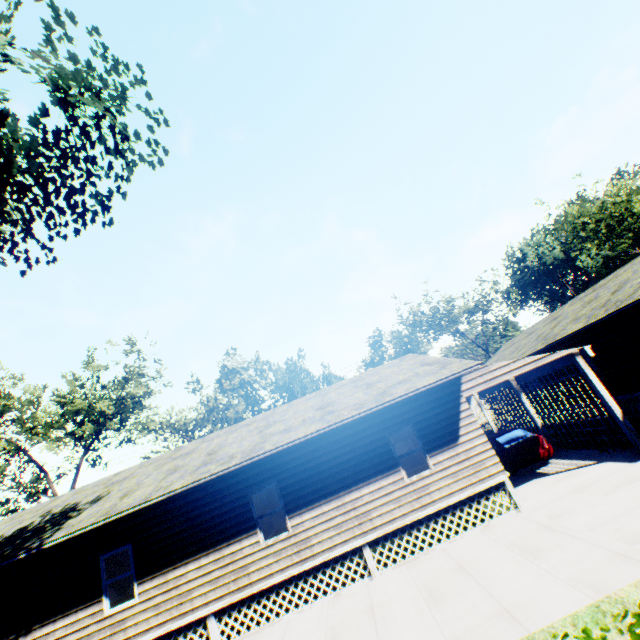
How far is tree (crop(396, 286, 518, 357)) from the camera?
48.19m

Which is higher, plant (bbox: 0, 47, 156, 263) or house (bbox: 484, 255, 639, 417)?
plant (bbox: 0, 47, 156, 263)

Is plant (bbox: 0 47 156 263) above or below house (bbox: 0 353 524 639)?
above

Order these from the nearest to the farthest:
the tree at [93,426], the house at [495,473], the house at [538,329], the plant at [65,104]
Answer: the plant at [65,104]
the house at [495,473]
the house at [538,329]
the tree at [93,426]

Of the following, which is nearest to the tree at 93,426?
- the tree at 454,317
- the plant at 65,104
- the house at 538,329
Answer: the house at 538,329

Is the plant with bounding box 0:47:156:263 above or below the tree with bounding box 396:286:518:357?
below

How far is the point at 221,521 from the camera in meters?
10.4 m

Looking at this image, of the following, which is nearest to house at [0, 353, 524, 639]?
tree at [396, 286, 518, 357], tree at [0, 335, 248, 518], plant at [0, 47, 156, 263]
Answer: plant at [0, 47, 156, 263]
